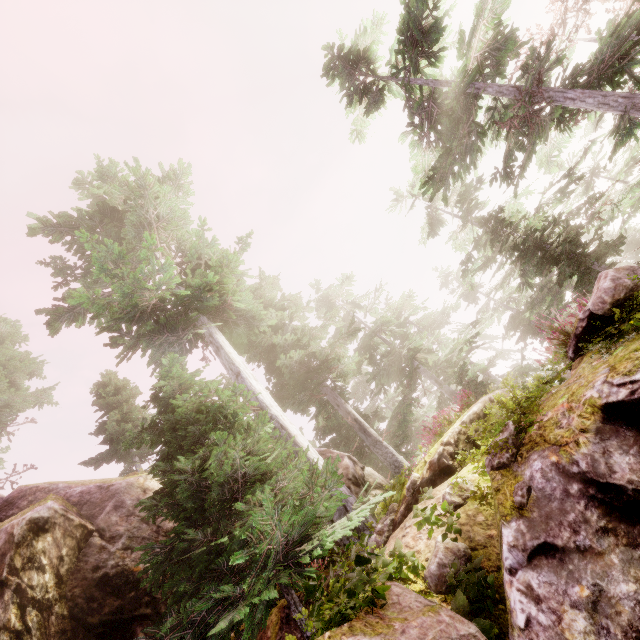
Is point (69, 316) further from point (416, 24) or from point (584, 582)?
point (416, 24)

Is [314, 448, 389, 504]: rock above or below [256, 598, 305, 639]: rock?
above

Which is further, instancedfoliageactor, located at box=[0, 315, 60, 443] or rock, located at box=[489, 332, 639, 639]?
instancedfoliageactor, located at box=[0, 315, 60, 443]

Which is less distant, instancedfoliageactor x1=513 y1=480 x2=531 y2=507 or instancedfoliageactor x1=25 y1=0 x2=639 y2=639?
instancedfoliageactor x1=513 y1=480 x2=531 y2=507

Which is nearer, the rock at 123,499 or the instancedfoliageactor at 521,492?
the instancedfoliageactor at 521,492

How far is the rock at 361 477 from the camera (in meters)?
9.70

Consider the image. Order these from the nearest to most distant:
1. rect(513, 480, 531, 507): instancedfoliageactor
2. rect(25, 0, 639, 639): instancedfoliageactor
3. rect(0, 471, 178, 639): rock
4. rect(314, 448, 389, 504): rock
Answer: rect(513, 480, 531, 507): instancedfoliageactor → rect(25, 0, 639, 639): instancedfoliageactor → rect(0, 471, 178, 639): rock → rect(314, 448, 389, 504): rock
